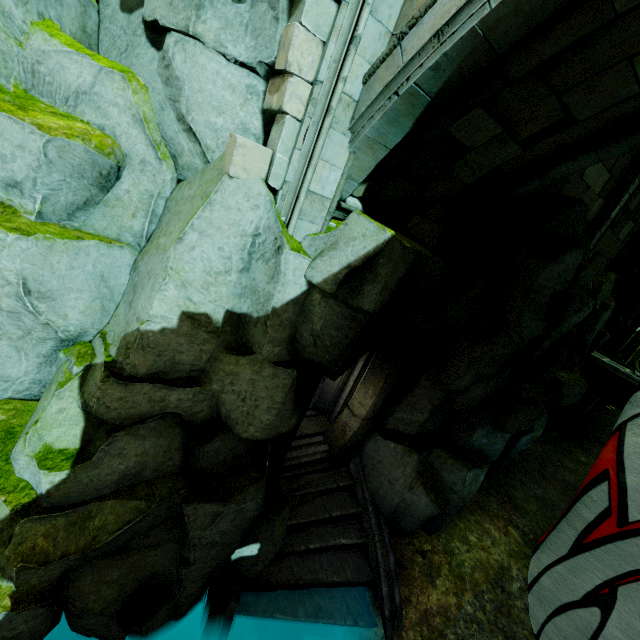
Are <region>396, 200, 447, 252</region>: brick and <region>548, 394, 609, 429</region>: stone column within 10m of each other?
no

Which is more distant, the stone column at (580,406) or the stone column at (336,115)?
the stone column at (580,406)

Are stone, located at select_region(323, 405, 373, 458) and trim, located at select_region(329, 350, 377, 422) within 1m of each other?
yes

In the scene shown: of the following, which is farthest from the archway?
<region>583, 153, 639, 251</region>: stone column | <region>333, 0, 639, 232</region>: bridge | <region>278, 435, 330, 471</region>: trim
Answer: <region>278, 435, 330, 471</region>: trim

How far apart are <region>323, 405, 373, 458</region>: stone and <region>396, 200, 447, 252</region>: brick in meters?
4.9

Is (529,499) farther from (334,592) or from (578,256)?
(578,256)

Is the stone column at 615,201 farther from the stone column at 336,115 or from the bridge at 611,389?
the stone column at 336,115

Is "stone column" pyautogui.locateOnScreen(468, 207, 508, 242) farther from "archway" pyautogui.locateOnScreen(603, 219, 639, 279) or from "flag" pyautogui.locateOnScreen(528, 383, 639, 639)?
"archway" pyautogui.locateOnScreen(603, 219, 639, 279)
